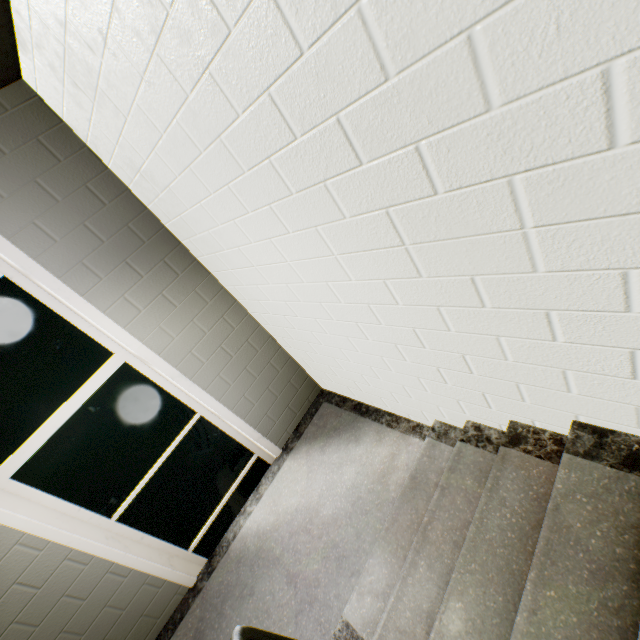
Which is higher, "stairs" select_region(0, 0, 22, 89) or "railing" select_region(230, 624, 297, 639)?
"stairs" select_region(0, 0, 22, 89)

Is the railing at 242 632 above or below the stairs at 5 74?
below

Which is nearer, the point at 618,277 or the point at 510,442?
the point at 618,277

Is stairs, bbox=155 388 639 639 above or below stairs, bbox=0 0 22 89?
below
